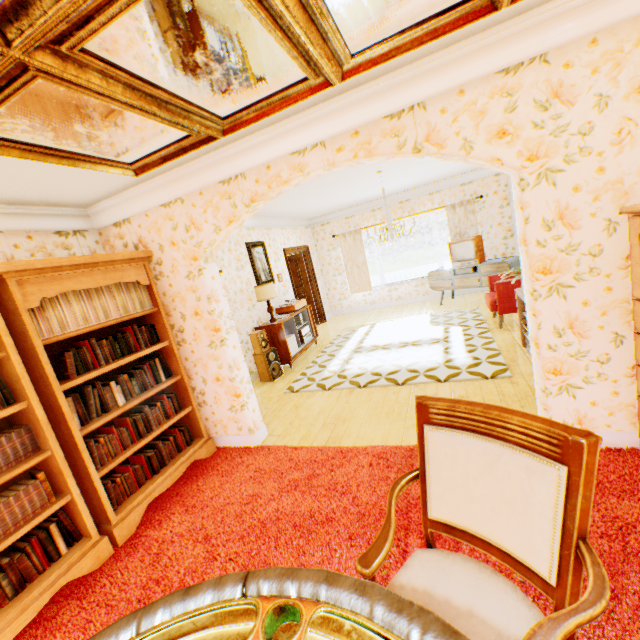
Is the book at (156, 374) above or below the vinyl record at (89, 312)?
below

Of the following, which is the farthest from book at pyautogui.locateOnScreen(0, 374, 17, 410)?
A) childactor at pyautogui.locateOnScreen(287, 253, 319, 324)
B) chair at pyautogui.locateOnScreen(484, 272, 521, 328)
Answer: childactor at pyautogui.locateOnScreen(287, 253, 319, 324)

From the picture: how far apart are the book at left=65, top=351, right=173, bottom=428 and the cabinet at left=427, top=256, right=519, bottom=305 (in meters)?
6.89

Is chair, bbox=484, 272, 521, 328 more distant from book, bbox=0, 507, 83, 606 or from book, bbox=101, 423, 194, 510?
book, bbox=0, 507, 83, 606

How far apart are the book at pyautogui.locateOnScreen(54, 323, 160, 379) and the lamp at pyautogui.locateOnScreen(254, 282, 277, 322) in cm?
272

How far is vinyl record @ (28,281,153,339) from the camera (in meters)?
2.65

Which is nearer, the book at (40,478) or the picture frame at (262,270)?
the book at (40,478)

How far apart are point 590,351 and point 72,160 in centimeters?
418cm
